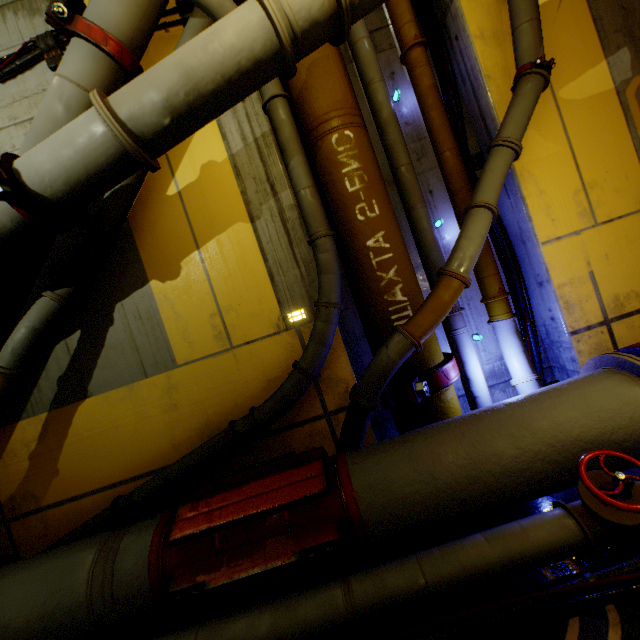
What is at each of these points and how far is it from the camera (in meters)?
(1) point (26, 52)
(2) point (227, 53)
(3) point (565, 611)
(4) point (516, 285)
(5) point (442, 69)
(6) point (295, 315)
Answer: (1) cable, 3.56
(2) pipe, 2.41
(3) cable, 1.72
(4) cable, 3.97
(5) cable, 3.94
(6) light, 3.56

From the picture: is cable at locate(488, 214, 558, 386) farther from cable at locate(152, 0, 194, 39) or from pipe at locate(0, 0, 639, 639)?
cable at locate(152, 0, 194, 39)

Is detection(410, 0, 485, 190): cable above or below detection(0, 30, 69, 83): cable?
below

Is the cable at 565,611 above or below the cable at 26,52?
below

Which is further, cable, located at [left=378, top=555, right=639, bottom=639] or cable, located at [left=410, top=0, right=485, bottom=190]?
cable, located at [left=410, top=0, right=485, bottom=190]

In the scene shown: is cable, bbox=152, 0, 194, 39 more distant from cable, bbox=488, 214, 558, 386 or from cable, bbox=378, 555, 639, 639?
cable, bbox=378, 555, 639, 639

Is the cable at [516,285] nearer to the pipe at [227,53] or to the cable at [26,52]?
the pipe at [227,53]
